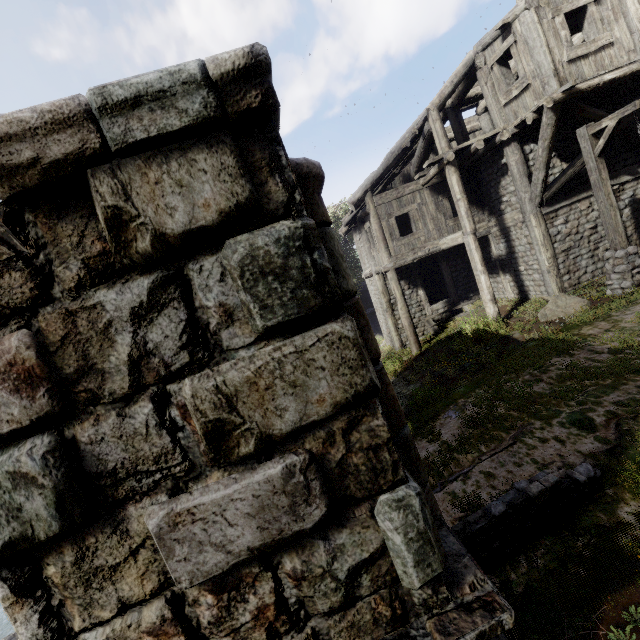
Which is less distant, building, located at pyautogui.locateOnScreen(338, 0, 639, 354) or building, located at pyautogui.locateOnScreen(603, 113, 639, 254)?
building, located at pyautogui.locateOnScreen(338, 0, 639, 354)

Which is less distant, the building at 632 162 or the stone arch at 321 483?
the stone arch at 321 483

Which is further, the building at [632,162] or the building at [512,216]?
the building at [632,162]

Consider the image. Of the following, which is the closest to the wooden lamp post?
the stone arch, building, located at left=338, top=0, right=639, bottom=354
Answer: building, located at left=338, top=0, right=639, bottom=354

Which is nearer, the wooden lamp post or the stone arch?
the stone arch

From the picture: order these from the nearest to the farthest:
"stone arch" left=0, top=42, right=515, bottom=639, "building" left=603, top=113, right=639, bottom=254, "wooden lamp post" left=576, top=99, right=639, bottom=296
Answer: "stone arch" left=0, top=42, right=515, bottom=639, "wooden lamp post" left=576, top=99, right=639, bottom=296, "building" left=603, top=113, right=639, bottom=254

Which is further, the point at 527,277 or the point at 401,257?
the point at 401,257
